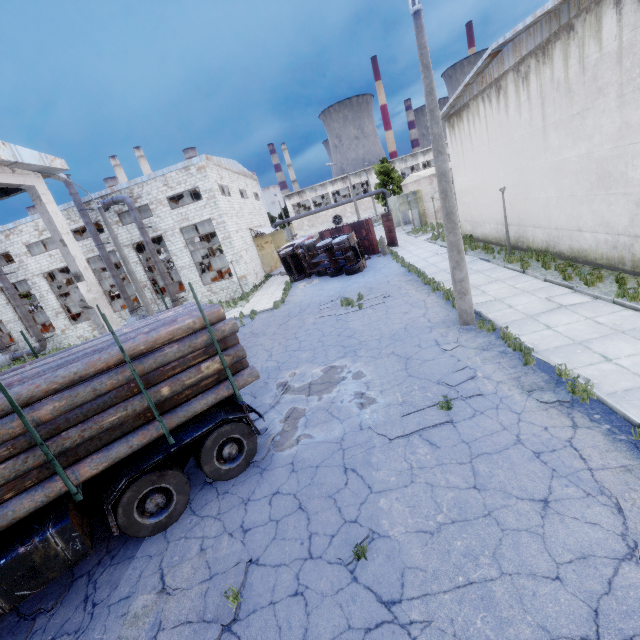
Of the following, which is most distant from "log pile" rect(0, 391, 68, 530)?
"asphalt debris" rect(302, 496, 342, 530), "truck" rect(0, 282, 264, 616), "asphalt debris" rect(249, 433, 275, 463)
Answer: "asphalt debris" rect(302, 496, 342, 530)

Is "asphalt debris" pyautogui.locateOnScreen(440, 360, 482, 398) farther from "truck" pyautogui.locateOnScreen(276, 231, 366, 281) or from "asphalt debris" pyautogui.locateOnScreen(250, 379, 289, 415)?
"truck" pyautogui.locateOnScreen(276, 231, 366, 281)

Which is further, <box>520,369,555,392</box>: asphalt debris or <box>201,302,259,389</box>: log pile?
<box>520,369,555,392</box>: asphalt debris

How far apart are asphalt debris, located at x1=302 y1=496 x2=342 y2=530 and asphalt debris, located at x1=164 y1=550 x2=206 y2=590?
1.0 meters

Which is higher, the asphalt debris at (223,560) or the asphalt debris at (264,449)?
the asphalt debris at (264,449)

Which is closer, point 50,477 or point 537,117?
point 50,477

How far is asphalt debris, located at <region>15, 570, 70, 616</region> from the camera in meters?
5.3

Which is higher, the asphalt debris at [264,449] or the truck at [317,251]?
the truck at [317,251]
